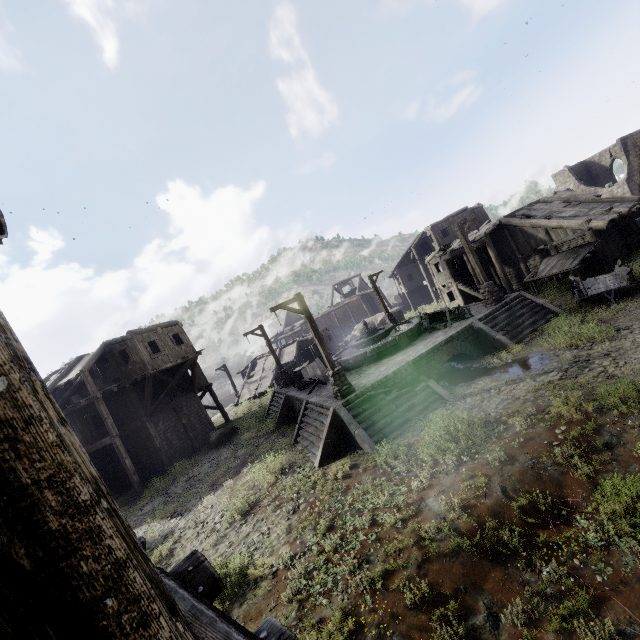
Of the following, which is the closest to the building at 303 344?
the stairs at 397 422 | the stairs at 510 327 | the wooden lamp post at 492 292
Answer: the stairs at 397 422

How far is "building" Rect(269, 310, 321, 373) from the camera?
34.9 meters

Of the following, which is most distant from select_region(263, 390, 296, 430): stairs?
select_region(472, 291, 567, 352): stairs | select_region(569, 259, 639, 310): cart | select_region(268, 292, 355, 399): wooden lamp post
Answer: select_region(569, 259, 639, 310): cart

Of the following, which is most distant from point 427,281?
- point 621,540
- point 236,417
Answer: point 621,540

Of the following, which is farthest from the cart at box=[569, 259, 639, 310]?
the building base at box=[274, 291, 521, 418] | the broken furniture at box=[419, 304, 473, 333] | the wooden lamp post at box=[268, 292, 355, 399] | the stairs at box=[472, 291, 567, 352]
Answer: the wooden lamp post at box=[268, 292, 355, 399]

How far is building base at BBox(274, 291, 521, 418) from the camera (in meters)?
13.45

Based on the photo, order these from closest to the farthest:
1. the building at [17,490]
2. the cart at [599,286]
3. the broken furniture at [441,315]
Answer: the building at [17,490]
the cart at [599,286]
the broken furniture at [441,315]

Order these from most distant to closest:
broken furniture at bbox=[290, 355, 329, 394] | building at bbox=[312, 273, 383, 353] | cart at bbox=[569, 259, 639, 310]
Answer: building at bbox=[312, 273, 383, 353], broken furniture at bbox=[290, 355, 329, 394], cart at bbox=[569, 259, 639, 310]
